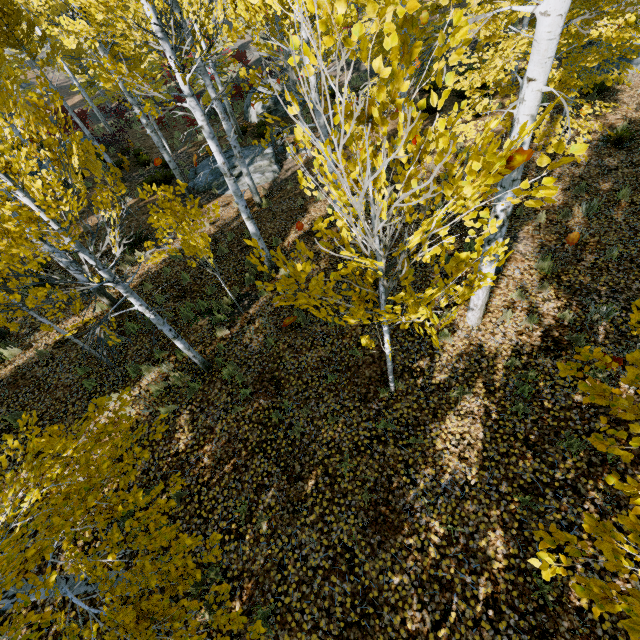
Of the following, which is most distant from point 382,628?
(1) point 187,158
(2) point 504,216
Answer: (1) point 187,158

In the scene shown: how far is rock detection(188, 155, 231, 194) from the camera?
13.13m

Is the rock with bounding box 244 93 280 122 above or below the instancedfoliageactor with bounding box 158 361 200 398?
below

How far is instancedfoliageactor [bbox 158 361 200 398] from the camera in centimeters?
633cm

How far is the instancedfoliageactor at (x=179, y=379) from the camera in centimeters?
633cm

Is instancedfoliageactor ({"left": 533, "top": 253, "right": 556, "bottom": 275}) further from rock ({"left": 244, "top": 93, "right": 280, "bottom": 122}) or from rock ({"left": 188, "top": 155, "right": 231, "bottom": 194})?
rock ({"left": 244, "top": 93, "right": 280, "bottom": 122})

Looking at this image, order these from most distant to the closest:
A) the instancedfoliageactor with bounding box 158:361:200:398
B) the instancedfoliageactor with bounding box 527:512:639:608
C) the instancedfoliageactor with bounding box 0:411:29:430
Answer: the instancedfoliageactor with bounding box 158:361:200:398, the instancedfoliageactor with bounding box 0:411:29:430, the instancedfoliageactor with bounding box 527:512:639:608

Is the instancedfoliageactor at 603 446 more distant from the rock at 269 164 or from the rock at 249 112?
the rock at 249 112
